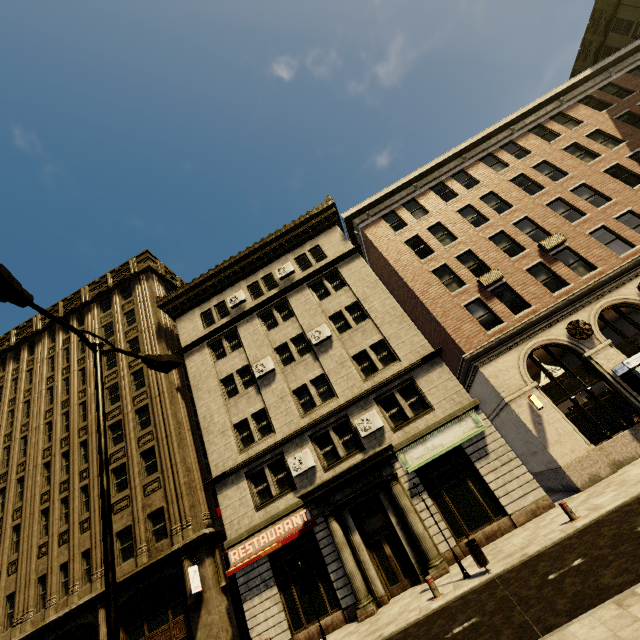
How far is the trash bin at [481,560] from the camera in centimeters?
991cm

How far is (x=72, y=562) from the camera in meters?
17.9 m

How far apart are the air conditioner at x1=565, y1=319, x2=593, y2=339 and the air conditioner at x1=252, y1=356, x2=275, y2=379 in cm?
1547

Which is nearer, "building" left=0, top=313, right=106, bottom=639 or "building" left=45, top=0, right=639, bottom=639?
"building" left=45, top=0, right=639, bottom=639

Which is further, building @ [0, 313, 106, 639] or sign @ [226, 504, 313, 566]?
building @ [0, 313, 106, 639]

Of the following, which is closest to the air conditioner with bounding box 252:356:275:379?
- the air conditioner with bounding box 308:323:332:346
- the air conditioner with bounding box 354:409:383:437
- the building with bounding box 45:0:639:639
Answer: the building with bounding box 45:0:639:639

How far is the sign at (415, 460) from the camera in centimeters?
1464cm

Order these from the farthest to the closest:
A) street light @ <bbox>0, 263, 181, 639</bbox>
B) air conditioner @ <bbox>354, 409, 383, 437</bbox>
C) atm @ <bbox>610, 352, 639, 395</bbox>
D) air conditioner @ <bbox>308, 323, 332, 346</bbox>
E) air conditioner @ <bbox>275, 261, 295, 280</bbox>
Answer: air conditioner @ <bbox>275, 261, 295, 280</bbox> → air conditioner @ <bbox>308, 323, 332, 346</bbox> → air conditioner @ <bbox>354, 409, 383, 437</bbox> → atm @ <bbox>610, 352, 639, 395</bbox> → street light @ <bbox>0, 263, 181, 639</bbox>
